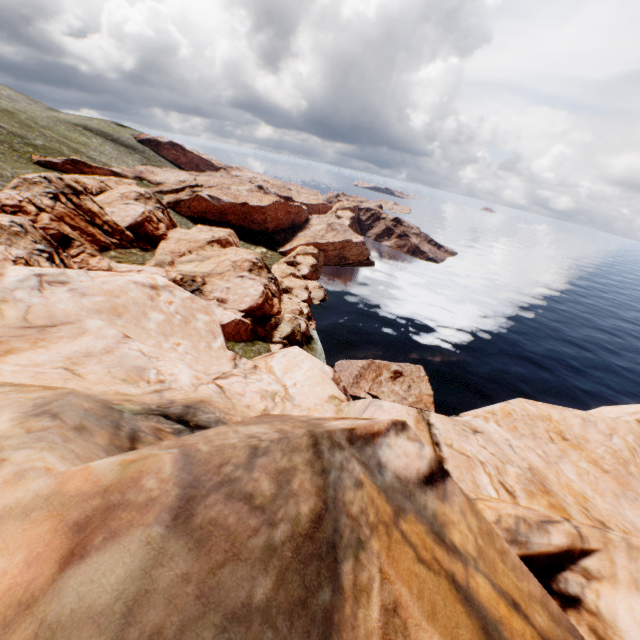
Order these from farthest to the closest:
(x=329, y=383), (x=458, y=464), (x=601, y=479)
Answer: (x=329, y=383) → (x=601, y=479) → (x=458, y=464)
